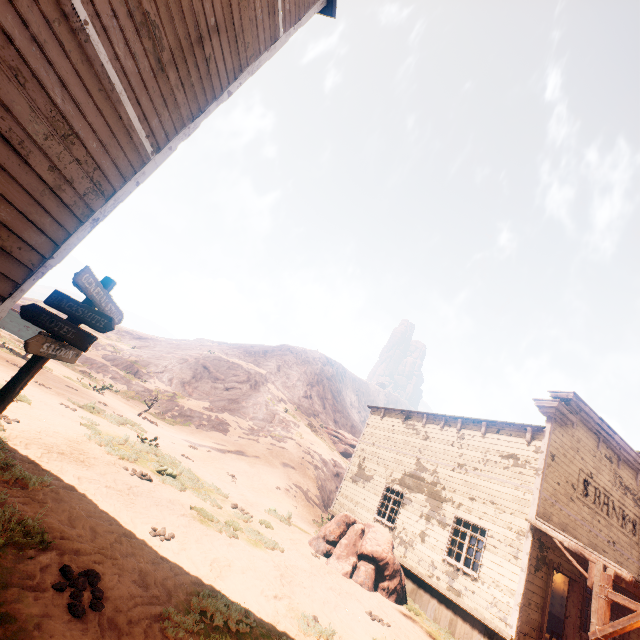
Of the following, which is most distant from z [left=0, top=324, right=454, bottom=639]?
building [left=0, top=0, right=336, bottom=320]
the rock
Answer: the rock

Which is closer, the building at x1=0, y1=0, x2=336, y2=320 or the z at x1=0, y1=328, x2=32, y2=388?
the building at x1=0, y1=0, x2=336, y2=320

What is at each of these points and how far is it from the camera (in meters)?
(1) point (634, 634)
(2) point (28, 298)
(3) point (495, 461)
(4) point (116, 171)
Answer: (1) building, 11.80
(2) z, 55.50
(3) building, 12.10
(4) building, 4.45

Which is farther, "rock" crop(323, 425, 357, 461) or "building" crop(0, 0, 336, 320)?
"rock" crop(323, 425, 357, 461)

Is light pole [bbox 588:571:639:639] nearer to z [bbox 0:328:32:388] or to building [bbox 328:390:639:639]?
z [bbox 0:328:32:388]

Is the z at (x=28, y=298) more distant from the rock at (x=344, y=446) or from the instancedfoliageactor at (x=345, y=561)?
the rock at (x=344, y=446)

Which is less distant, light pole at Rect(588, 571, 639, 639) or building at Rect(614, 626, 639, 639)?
light pole at Rect(588, 571, 639, 639)

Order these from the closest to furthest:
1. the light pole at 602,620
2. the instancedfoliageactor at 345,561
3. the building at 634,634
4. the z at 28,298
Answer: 1. the light pole at 602,620
2. the instancedfoliageactor at 345,561
3. the building at 634,634
4. the z at 28,298
